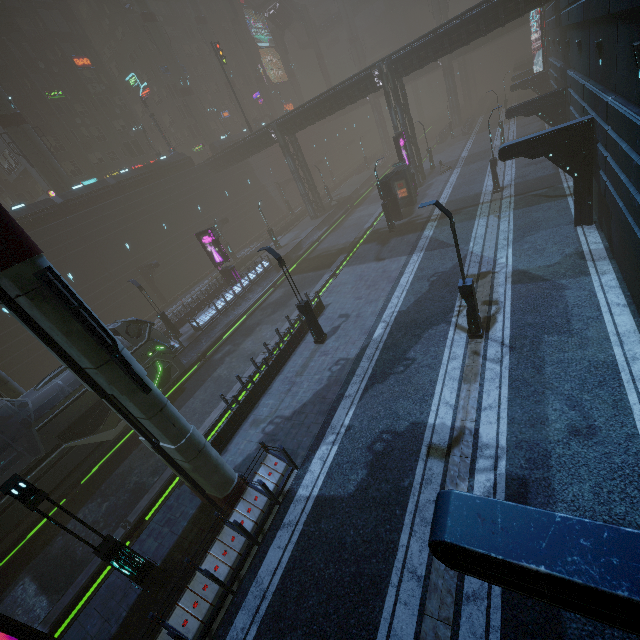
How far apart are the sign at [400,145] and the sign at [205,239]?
18.06m

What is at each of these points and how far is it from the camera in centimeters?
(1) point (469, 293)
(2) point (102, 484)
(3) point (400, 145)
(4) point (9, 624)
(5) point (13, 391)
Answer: (1) street light, 1165cm
(2) train rail, 1634cm
(3) sign, 2966cm
(4) sign, 680cm
(5) sm, 1733cm

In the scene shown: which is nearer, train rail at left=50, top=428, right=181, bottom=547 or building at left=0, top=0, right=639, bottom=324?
building at left=0, top=0, right=639, bottom=324

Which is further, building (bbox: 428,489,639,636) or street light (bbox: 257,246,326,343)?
street light (bbox: 257,246,326,343)

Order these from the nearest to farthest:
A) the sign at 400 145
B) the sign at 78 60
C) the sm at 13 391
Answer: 1. the sm at 13 391
2. the sign at 400 145
3. the sign at 78 60

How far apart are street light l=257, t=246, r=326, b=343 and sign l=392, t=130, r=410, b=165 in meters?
21.6 m

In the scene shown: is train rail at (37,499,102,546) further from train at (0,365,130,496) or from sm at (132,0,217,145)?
sm at (132,0,217,145)

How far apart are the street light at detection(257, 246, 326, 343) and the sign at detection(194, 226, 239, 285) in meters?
14.8 m
